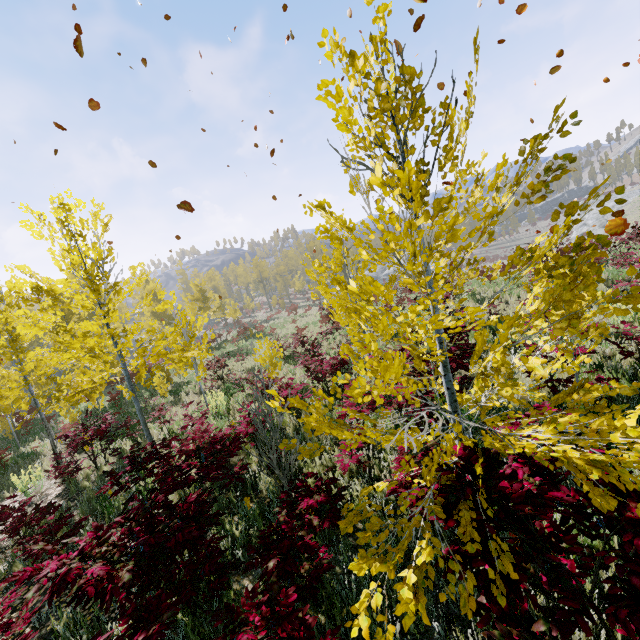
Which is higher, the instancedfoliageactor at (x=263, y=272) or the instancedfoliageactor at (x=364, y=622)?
the instancedfoliageactor at (x=263, y=272)

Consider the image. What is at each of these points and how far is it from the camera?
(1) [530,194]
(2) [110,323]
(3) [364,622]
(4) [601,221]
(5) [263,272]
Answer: (1) instancedfoliageactor, 1.9 meters
(2) instancedfoliageactor, 57.4 meters
(3) instancedfoliageactor, 1.5 meters
(4) rock, 45.4 meters
(5) instancedfoliageactor, 53.0 meters

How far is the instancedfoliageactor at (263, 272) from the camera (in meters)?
49.53

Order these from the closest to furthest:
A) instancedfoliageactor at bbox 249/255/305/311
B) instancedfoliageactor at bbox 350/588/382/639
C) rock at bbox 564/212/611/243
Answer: instancedfoliageactor at bbox 350/588/382/639
rock at bbox 564/212/611/243
instancedfoliageactor at bbox 249/255/305/311

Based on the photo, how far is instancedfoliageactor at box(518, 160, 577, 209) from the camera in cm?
180

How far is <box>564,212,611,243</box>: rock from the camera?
44.8m

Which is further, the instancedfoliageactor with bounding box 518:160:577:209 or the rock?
the rock
